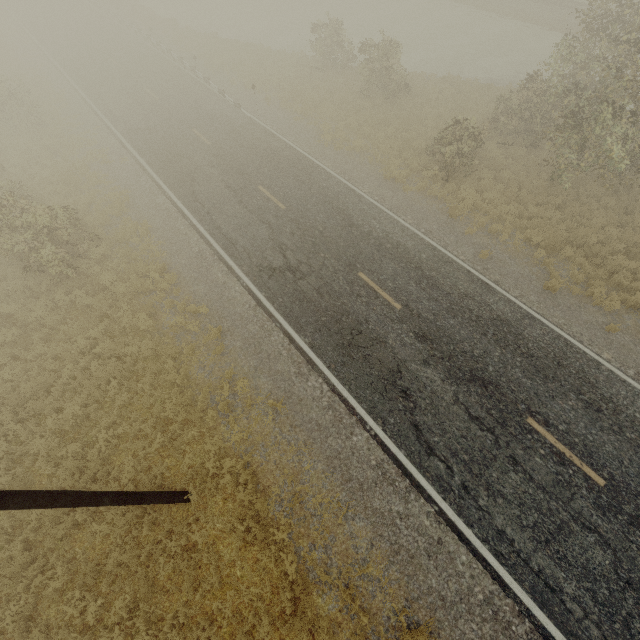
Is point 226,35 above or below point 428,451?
below
